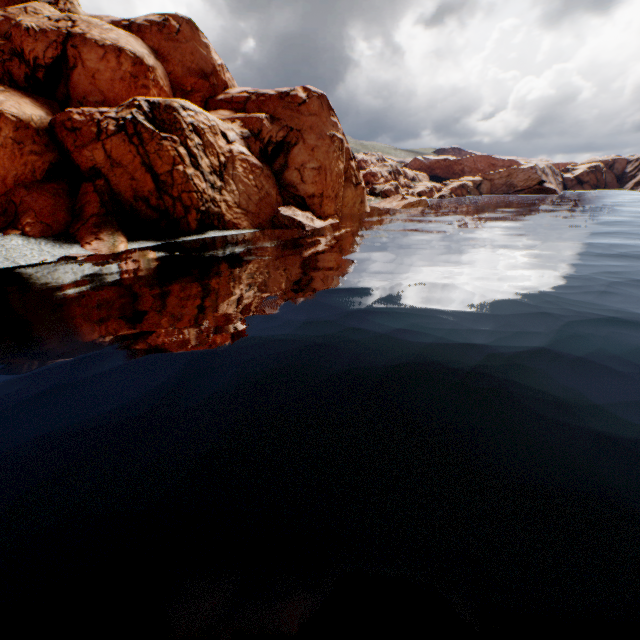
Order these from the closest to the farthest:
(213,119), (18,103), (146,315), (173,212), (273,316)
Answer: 1. (273,316)
2. (146,315)
3. (18,103)
4. (173,212)
5. (213,119)
